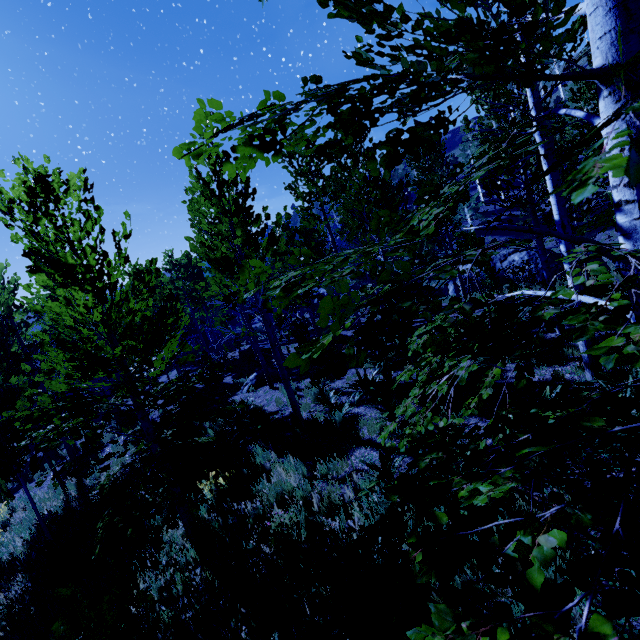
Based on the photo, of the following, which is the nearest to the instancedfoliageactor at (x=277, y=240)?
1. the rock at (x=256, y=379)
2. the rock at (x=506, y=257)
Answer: the rock at (x=256, y=379)

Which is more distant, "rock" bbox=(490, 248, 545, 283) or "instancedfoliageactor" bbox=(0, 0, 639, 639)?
"rock" bbox=(490, 248, 545, 283)

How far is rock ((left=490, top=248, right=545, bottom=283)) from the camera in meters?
21.3 m

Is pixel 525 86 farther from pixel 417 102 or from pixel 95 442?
pixel 95 442

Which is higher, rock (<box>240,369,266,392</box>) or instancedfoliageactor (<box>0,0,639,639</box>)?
instancedfoliageactor (<box>0,0,639,639</box>)

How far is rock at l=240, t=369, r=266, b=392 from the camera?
14.3m

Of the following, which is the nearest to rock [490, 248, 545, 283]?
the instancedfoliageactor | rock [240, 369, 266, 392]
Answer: the instancedfoliageactor
